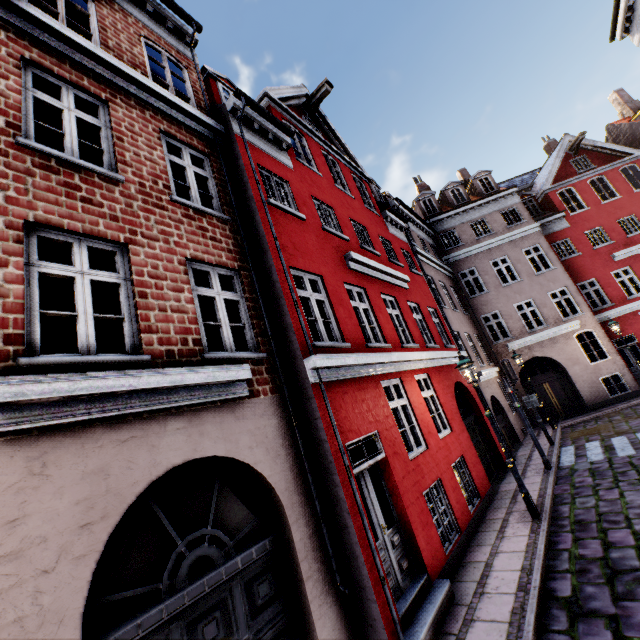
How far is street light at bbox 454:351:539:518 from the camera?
7.3m

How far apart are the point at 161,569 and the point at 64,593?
1.0 meters

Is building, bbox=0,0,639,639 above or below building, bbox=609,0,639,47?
below

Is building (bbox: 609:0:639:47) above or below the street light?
above

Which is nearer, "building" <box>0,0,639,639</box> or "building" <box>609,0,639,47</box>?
"building" <box>0,0,639,639</box>

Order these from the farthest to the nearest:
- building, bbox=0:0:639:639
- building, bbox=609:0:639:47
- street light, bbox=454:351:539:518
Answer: building, bbox=609:0:639:47
street light, bbox=454:351:539:518
building, bbox=0:0:639:639

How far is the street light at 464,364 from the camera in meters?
7.3 m

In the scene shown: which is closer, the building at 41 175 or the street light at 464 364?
the building at 41 175
